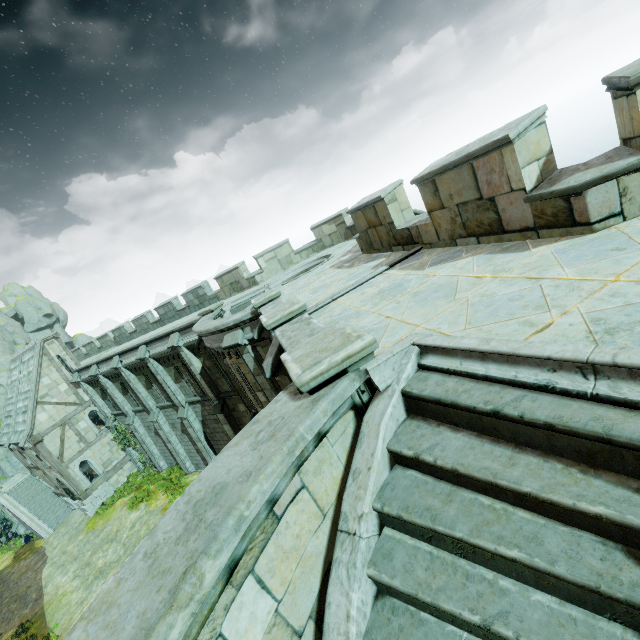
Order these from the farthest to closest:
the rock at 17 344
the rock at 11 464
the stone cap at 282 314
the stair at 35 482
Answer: the rock at 17 344, the rock at 11 464, the stair at 35 482, the stone cap at 282 314

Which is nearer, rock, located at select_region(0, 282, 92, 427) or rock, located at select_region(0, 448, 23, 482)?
rock, located at select_region(0, 448, 23, 482)

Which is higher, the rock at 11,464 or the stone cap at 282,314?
the stone cap at 282,314

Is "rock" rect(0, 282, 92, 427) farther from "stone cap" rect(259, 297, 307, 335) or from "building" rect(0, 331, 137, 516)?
"stone cap" rect(259, 297, 307, 335)

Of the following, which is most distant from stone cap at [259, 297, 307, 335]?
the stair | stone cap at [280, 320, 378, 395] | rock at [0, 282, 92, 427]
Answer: rock at [0, 282, 92, 427]

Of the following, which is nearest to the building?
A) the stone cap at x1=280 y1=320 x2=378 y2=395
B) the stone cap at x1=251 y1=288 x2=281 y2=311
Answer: the stone cap at x1=251 y1=288 x2=281 y2=311

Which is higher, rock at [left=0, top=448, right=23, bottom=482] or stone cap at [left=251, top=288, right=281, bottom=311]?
stone cap at [left=251, top=288, right=281, bottom=311]

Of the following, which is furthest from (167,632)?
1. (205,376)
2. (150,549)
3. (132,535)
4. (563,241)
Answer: (132,535)
